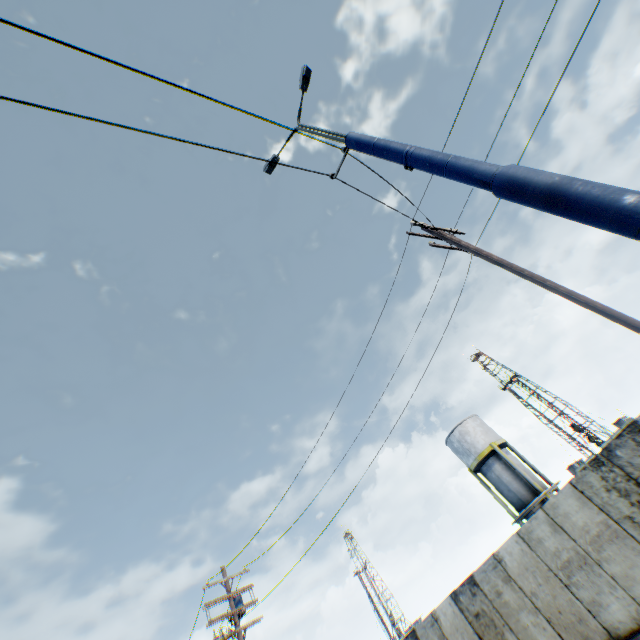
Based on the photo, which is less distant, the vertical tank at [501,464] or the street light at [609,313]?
the street light at [609,313]

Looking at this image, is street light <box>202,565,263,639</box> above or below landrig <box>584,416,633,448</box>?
above

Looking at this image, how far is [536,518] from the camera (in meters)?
9.98

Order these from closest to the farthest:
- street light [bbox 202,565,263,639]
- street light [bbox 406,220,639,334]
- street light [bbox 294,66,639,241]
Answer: street light [bbox 294,66,639,241] → street light [bbox 406,220,639,334] → street light [bbox 202,565,263,639]

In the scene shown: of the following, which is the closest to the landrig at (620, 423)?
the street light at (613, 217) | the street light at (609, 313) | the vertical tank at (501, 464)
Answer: the vertical tank at (501, 464)

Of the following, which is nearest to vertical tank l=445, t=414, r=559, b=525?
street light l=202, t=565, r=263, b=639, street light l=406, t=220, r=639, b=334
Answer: street light l=202, t=565, r=263, b=639

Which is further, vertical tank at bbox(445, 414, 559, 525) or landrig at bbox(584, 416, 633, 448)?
landrig at bbox(584, 416, 633, 448)

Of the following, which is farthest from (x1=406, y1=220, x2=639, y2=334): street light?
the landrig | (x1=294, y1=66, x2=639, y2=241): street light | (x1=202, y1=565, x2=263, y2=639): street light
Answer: the landrig
